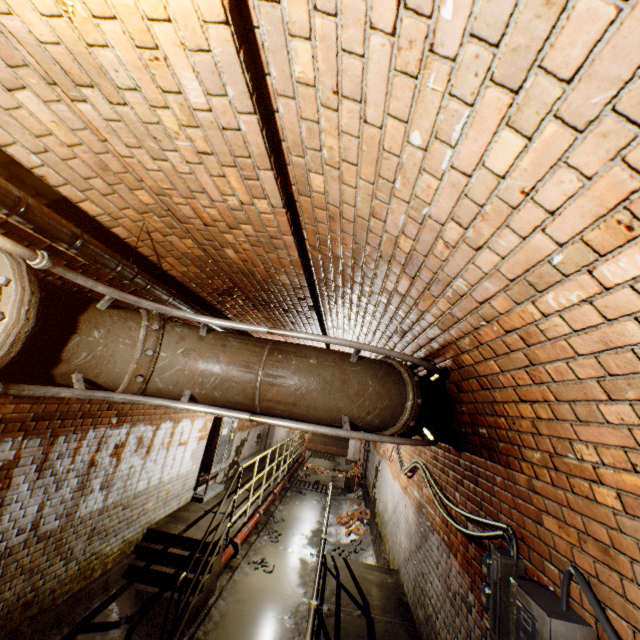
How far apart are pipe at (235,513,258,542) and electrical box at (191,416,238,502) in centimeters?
106cm

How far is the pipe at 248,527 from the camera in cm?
719

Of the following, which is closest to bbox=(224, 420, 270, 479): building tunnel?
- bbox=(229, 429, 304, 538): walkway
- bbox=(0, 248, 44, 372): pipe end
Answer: bbox=(229, 429, 304, 538): walkway

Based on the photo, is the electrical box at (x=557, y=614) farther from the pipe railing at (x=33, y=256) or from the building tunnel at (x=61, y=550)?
the pipe railing at (x=33, y=256)

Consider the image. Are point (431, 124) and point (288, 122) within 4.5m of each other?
yes

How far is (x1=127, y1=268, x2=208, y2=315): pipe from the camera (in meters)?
2.35

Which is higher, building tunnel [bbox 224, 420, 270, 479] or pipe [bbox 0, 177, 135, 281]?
pipe [bbox 0, 177, 135, 281]

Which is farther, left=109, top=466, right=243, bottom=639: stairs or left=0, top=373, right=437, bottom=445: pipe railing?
left=109, top=466, right=243, bottom=639: stairs
